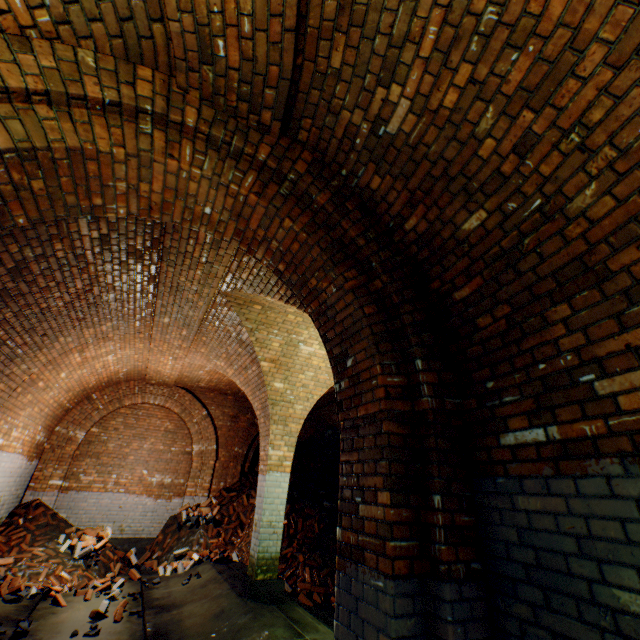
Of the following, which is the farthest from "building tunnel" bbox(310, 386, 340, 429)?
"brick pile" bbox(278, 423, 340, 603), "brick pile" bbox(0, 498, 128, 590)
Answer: "brick pile" bbox(0, 498, 128, 590)

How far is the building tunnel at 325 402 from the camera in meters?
10.0

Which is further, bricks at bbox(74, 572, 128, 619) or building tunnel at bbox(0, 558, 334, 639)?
bricks at bbox(74, 572, 128, 619)

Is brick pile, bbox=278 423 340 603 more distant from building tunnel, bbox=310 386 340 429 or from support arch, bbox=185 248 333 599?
support arch, bbox=185 248 333 599

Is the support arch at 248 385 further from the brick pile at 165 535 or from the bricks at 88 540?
the bricks at 88 540

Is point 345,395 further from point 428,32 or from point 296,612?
point 296,612

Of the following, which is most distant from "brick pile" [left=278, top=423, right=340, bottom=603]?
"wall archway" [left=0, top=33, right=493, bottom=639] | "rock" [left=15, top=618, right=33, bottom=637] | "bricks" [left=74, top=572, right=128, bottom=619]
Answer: "wall archway" [left=0, top=33, right=493, bottom=639]

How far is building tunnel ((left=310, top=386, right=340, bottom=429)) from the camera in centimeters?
997cm
